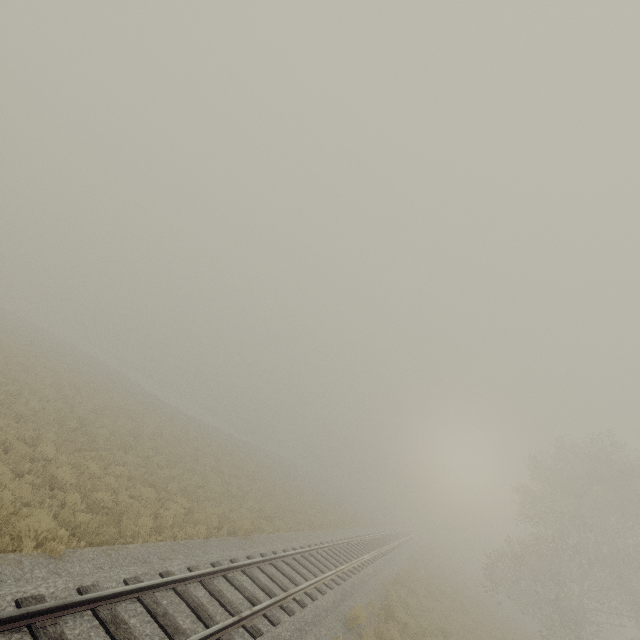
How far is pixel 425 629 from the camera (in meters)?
15.76
